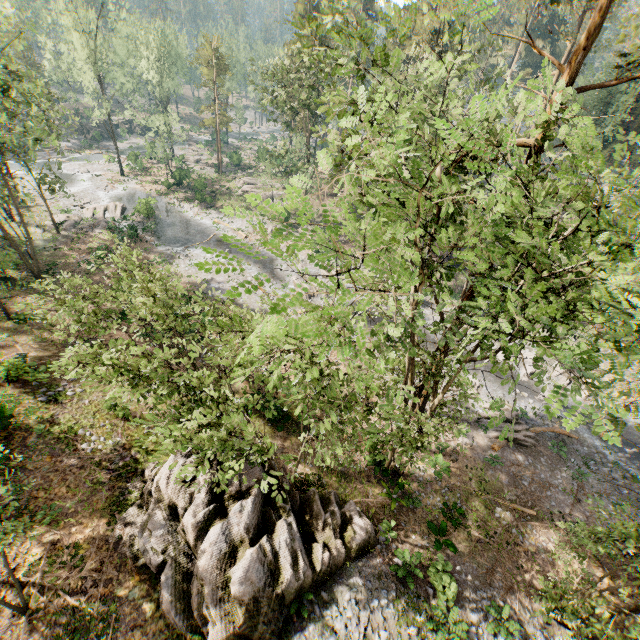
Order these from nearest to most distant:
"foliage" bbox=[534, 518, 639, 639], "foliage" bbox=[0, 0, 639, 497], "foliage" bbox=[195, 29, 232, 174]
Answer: "foliage" bbox=[0, 0, 639, 497] < "foliage" bbox=[534, 518, 639, 639] < "foliage" bbox=[195, 29, 232, 174]

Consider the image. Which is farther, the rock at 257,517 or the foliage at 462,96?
the rock at 257,517

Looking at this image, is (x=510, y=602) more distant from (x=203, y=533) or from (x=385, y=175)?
(x=385, y=175)

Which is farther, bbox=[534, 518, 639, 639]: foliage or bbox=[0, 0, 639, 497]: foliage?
bbox=[534, 518, 639, 639]: foliage

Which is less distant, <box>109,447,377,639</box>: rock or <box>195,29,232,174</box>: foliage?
<box>109,447,377,639</box>: rock

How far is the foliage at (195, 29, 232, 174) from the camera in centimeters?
4538cm

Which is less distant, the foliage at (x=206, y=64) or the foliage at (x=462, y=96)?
the foliage at (x=462, y=96)

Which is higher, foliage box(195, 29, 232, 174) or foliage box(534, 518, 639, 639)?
foliage box(195, 29, 232, 174)
